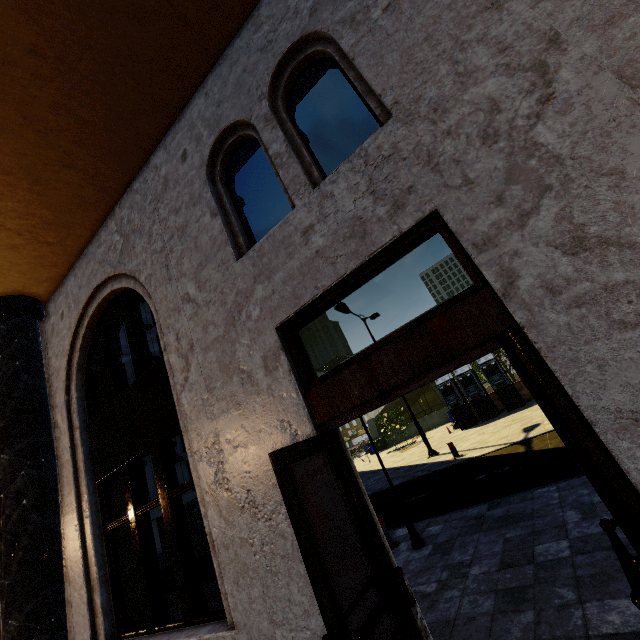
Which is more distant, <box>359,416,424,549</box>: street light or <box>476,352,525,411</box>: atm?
<box>476,352,525,411</box>: atm

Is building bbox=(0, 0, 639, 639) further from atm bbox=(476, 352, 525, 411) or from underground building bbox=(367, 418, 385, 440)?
underground building bbox=(367, 418, 385, 440)

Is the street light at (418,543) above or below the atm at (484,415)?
below

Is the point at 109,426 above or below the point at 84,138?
below

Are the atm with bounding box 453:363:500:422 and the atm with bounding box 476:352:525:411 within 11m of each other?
yes

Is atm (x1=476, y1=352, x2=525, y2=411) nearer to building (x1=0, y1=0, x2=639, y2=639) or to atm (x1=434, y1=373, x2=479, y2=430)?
atm (x1=434, y1=373, x2=479, y2=430)

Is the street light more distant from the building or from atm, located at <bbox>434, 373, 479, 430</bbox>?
atm, located at <bbox>434, 373, 479, 430</bbox>

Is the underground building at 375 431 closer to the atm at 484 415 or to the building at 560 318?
the atm at 484 415
